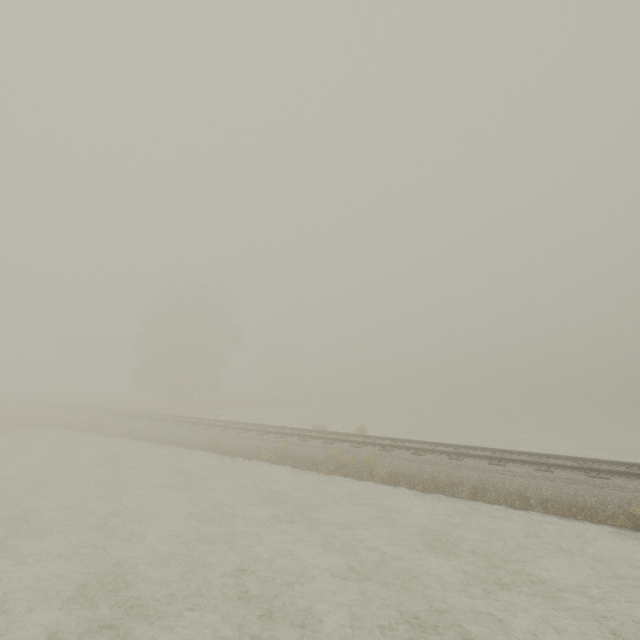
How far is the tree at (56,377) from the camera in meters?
54.7 m

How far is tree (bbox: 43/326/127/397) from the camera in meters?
54.7

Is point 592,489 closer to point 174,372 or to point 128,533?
point 128,533
